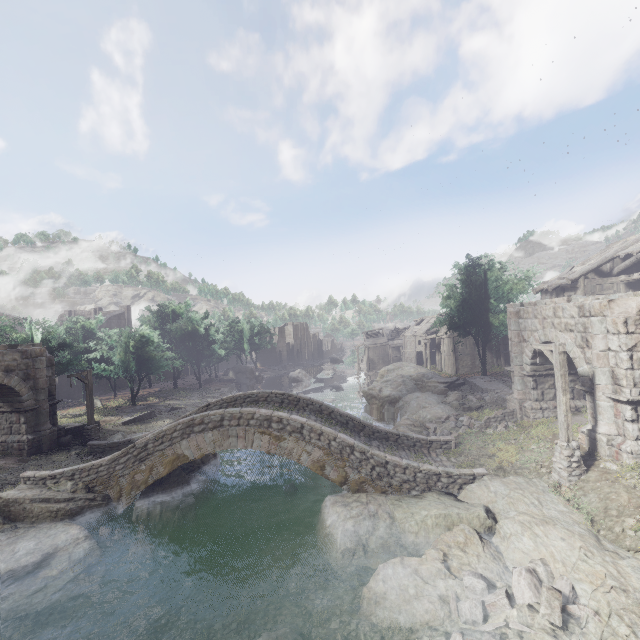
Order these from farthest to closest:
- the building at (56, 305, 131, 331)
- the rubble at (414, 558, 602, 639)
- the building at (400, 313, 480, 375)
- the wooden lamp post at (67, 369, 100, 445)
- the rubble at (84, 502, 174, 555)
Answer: the building at (56, 305, 131, 331) → the building at (400, 313, 480, 375) → the wooden lamp post at (67, 369, 100, 445) → the rubble at (84, 502, 174, 555) → the rubble at (414, 558, 602, 639)

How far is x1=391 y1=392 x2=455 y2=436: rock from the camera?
20.53m

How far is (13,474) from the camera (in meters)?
16.19

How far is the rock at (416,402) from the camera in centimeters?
2053cm

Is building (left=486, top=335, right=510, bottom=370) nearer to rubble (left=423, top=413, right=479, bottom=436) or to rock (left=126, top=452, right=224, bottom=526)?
rubble (left=423, top=413, right=479, bottom=436)

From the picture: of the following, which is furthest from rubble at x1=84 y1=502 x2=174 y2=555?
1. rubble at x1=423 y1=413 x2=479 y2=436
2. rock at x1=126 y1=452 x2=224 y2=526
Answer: rubble at x1=423 y1=413 x2=479 y2=436

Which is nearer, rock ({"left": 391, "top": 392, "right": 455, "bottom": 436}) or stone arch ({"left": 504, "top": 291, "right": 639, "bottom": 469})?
stone arch ({"left": 504, "top": 291, "right": 639, "bottom": 469})

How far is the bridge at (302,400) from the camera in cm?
1317
